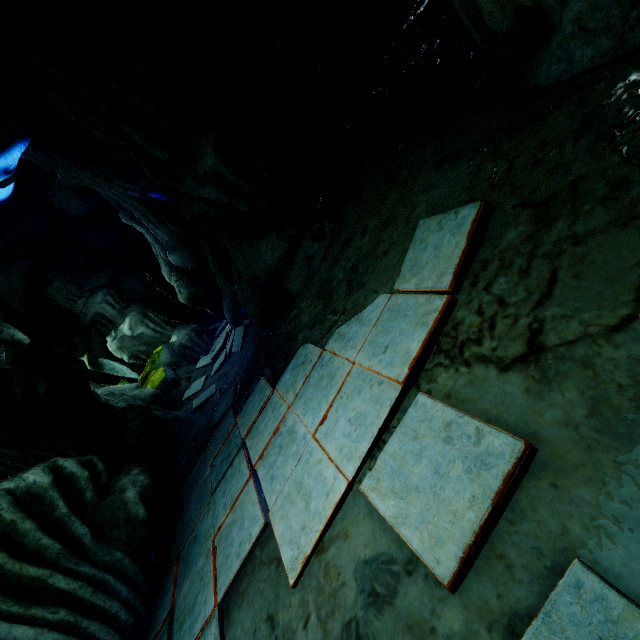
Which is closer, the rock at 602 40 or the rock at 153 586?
the rock at 602 40

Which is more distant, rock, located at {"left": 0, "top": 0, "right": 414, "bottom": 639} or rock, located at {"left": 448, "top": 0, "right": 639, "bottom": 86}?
rock, located at {"left": 0, "top": 0, "right": 414, "bottom": 639}

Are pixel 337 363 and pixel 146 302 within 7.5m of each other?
no
